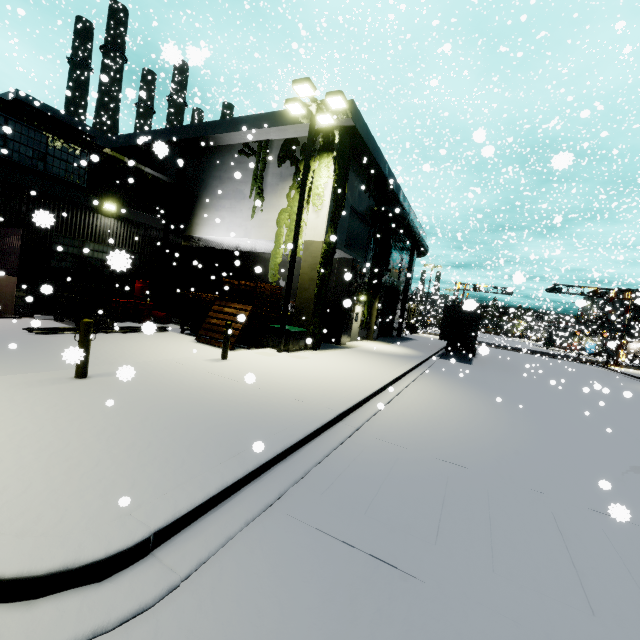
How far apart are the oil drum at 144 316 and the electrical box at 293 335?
6.3m

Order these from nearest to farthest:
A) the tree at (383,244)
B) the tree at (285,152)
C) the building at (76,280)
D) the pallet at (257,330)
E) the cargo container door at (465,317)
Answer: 1. the pallet at (257,330)
2. the building at (76,280)
3. the tree at (285,152)
4. the cargo container door at (465,317)
5. the tree at (383,244)

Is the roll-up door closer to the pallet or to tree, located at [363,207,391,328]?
tree, located at [363,207,391,328]

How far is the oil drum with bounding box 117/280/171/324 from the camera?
15.2m

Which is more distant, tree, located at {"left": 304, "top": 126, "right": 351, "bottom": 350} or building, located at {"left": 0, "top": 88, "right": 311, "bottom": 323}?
tree, located at {"left": 304, "top": 126, "right": 351, "bottom": 350}

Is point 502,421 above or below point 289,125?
below

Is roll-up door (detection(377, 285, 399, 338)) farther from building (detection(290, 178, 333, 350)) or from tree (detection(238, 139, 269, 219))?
tree (detection(238, 139, 269, 219))
